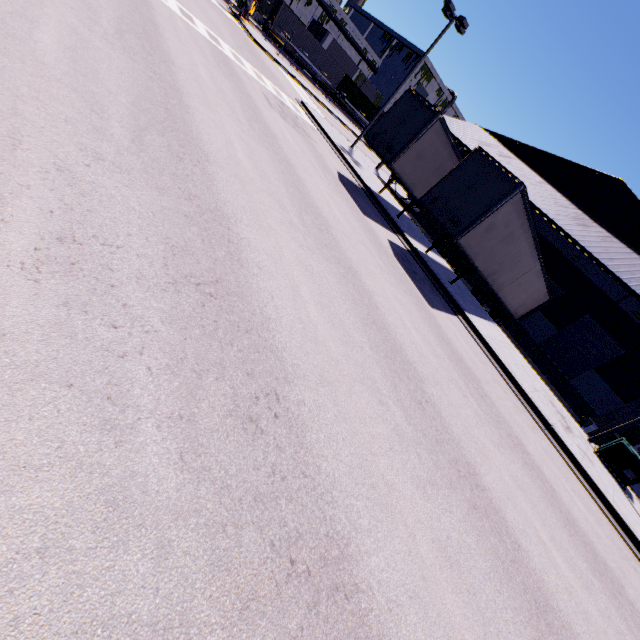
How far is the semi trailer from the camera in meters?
11.8

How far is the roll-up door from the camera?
20.6 meters

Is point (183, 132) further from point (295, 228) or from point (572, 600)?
point (572, 600)

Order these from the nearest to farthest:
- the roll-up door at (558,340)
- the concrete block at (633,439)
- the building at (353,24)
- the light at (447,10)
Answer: the concrete block at (633,439) < the light at (447,10) < the roll-up door at (558,340) < the building at (353,24)

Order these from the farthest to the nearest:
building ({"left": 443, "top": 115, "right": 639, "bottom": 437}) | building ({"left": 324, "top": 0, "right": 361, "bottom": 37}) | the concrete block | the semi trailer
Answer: building ({"left": 324, "top": 0, "right": 361, "bottom": 37})
building ({"left": 443, "top": 115, "right": 639, "bottom": 437})
the concrete block
the semi trailer

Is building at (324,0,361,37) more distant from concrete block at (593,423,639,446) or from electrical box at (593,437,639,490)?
electrical box at (593,437,639,490)

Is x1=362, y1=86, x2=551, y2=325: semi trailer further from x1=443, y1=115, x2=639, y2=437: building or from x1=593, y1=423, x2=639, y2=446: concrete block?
x1=593, y1=423, x2=639, y2=446: concrete block

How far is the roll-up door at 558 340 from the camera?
20.6m
